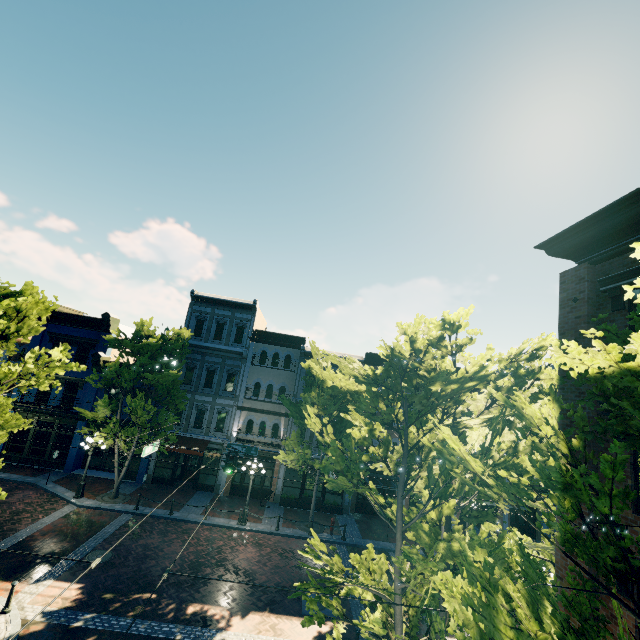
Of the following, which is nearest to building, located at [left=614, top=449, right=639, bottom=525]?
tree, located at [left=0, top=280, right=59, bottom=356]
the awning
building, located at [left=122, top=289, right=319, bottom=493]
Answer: tree, located at [left=0, top=280, right=59, bottom=356]

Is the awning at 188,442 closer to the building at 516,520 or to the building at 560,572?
the building at 516,520

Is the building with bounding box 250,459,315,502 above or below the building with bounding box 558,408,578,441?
below

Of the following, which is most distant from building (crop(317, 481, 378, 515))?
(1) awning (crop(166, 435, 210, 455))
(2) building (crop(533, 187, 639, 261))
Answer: (2) building (crop(533, 187, 639, 261))

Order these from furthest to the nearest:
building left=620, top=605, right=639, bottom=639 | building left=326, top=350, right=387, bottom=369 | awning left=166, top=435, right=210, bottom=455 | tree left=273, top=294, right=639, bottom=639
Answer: building left=326, top=350, right=387, bottom=369 < awning left=166, top=435, right=210, bottom=455 < building left=620, top=605, right=639, bottom=639 < tree left=273, top=294, right=639, bottom=639

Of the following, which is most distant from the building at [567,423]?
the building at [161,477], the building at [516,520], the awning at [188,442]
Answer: the awning at [188,442]

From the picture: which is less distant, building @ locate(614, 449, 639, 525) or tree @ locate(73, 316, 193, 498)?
building @ locate(614, 449, 639, 525)

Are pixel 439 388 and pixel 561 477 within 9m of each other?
yes
